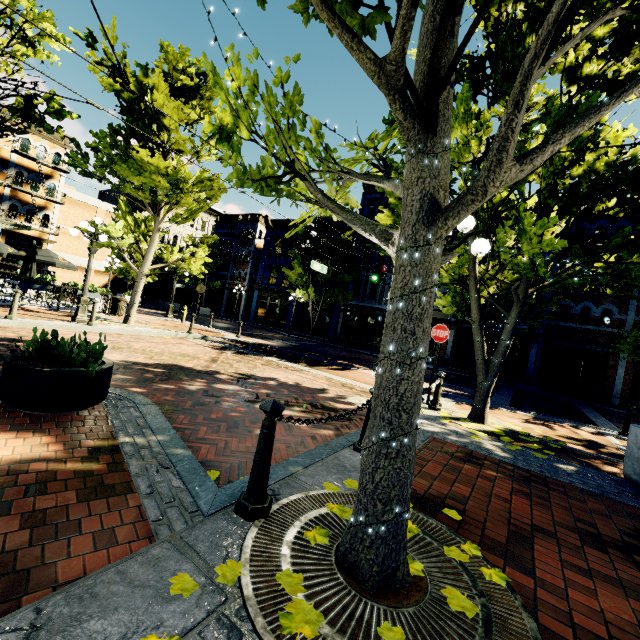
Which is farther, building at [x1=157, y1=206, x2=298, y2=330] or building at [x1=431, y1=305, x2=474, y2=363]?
building at [x1=157, y1=206, x2=298, y2=330]

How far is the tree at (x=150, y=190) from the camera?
10.6m

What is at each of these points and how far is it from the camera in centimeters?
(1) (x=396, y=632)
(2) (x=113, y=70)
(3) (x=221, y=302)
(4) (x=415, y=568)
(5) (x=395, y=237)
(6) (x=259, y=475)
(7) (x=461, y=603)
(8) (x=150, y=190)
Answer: (1) leaves, 170cm
(2) tree, 1071cm
(3) building, 3756cm
(4) leaves, 219cm
(5) tree, 221cm
(6) post, 245cm
(7) leaves, 197cm
(8) tree, 1350cm

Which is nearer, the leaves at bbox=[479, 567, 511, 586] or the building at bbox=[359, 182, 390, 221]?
the leaves at bbox=[479, 567, 511, 586]

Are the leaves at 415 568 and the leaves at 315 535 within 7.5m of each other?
yes

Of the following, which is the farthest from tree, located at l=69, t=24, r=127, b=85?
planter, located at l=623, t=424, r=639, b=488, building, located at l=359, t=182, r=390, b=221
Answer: planter, located at l=623, t=424, r=639, b=488

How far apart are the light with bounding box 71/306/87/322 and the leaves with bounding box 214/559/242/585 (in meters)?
11.80

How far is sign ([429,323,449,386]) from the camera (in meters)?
7.75
